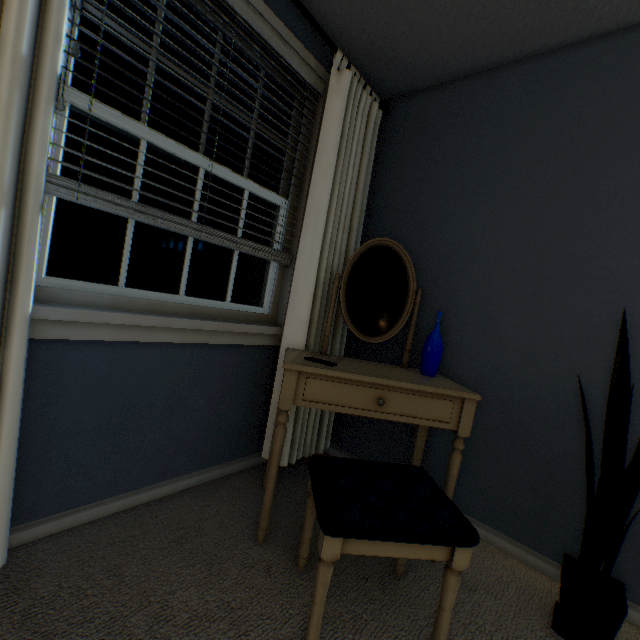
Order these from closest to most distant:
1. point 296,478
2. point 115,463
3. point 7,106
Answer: point 7,106 → point 115,463 → point 296,478

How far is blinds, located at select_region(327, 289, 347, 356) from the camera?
1.94m

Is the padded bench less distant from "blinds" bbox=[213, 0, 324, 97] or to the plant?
the plant

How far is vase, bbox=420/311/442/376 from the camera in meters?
1.6 m

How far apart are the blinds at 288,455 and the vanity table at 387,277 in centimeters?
5cm

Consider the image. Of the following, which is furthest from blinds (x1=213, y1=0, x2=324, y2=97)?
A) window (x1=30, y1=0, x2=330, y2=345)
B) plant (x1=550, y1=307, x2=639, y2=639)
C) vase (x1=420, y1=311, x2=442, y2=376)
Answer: plant (x1=550, y1=307, x2=639, y2=639)

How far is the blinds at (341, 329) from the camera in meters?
1.9 m

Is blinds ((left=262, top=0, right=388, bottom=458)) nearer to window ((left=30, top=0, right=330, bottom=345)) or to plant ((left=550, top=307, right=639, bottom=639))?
window ((left=30, top=0, right=330, bottom=345))
